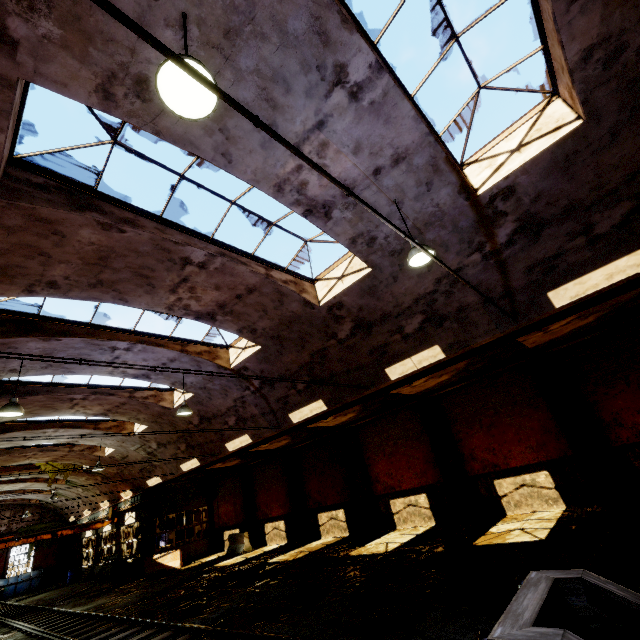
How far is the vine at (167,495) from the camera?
22.3m

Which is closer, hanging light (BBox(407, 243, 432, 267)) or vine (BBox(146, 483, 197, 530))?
hanging light (BBox(407, 243, 432, 267))

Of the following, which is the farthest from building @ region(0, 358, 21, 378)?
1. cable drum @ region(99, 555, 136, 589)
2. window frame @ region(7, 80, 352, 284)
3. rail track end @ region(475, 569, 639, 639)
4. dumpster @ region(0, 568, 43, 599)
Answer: rail track end @ region(475, 569, 639, 639)

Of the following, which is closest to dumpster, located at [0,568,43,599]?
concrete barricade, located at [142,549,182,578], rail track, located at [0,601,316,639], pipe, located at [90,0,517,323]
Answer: rail track, located at [0,601,316,639]

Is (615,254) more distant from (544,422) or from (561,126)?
(544,422)

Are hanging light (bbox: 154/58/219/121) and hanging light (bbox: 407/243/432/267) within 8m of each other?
yes

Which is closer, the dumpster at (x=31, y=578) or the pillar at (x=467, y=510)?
the pillar at (x=467, y=510)

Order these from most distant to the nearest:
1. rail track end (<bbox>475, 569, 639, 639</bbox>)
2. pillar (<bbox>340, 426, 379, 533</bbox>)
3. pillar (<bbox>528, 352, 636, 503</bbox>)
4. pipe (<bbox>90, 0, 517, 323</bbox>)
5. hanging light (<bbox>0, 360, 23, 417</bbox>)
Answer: pillar (<bbox>340, 426, 379, 533</bbox>) → pillar (<bbox>528, 352, 636, 503</bbox>) → hanging light (<bbox>0, 360, 23, 417</bbox>) → rail track end (<bbox>475, 569, 639, 639</bbox>) → pipe (<bbox>90, 0, 517, 323</bbox>)
